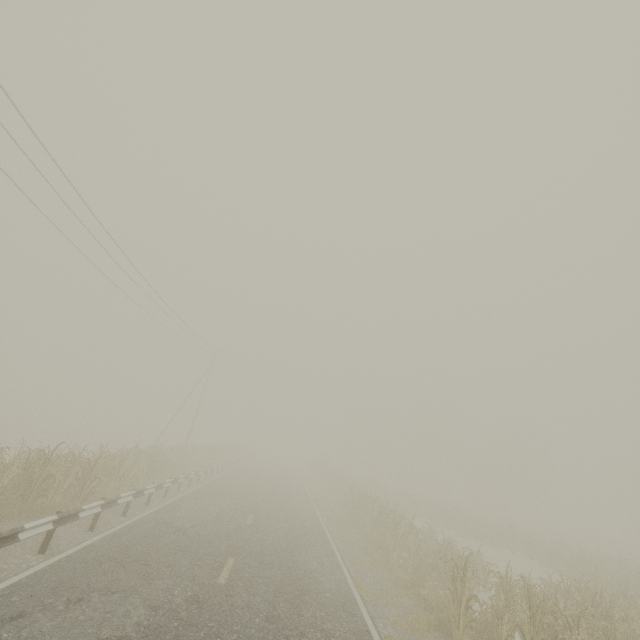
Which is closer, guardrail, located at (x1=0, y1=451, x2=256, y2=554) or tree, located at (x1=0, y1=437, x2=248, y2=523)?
guardrail, located at (x1=0, y1=451, x2=256, y2=554)

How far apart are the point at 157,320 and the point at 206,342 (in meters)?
6.25

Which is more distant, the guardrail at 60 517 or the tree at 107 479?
the tree at 107 479
